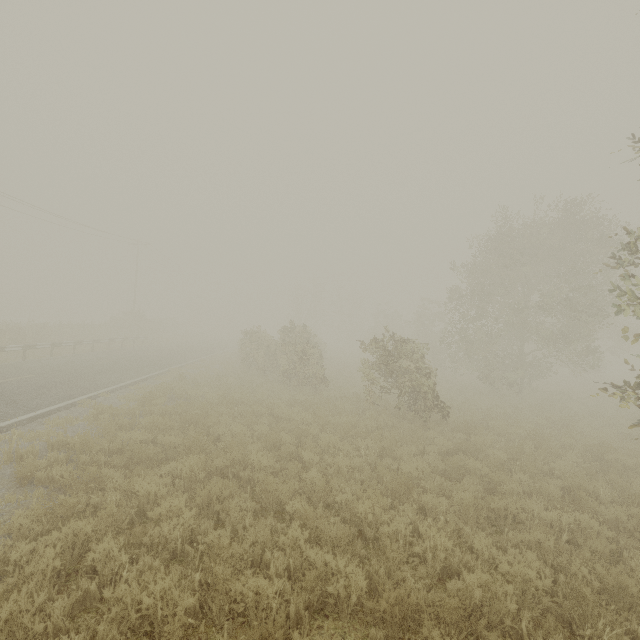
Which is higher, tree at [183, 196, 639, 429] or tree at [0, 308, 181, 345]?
tree at [183, 196, 639, 429]

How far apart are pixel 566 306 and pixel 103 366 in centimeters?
2808cm

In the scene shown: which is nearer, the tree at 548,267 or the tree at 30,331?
the tree at 548,267

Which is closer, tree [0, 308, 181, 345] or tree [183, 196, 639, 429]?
tree [183, 196, 639, 429]

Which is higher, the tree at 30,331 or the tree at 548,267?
the tree at 548,267
